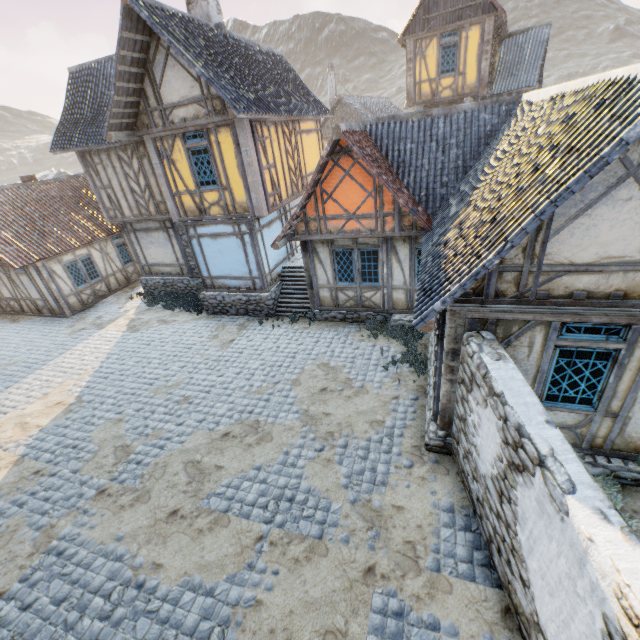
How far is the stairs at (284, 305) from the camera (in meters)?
13.14

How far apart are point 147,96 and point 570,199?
12.3 meters

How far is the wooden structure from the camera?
15.2 meters

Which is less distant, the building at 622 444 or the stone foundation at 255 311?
the building at 622 444

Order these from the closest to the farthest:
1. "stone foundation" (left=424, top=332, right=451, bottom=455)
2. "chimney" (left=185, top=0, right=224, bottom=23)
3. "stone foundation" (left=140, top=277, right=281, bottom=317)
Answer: "stone foundation" (left=424, top=332, right=451, bottom=455), "chimney" (left=185, top=0, right=224, bottom=23), "stone foundation" (left=140, top=277, right=281, bottom=317)

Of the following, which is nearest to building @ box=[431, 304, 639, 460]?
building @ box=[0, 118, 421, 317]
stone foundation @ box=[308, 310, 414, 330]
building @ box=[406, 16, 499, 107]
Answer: stone foundation @ box=[308, 310, 414, 330]

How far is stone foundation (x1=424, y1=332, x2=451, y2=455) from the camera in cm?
677

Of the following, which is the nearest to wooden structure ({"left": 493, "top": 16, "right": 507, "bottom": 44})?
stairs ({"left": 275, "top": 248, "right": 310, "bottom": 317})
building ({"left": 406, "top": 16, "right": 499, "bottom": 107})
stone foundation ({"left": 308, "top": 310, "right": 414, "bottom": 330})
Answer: building ({"left": 406, "top": 16, "right": 499, "bottom": 107})
